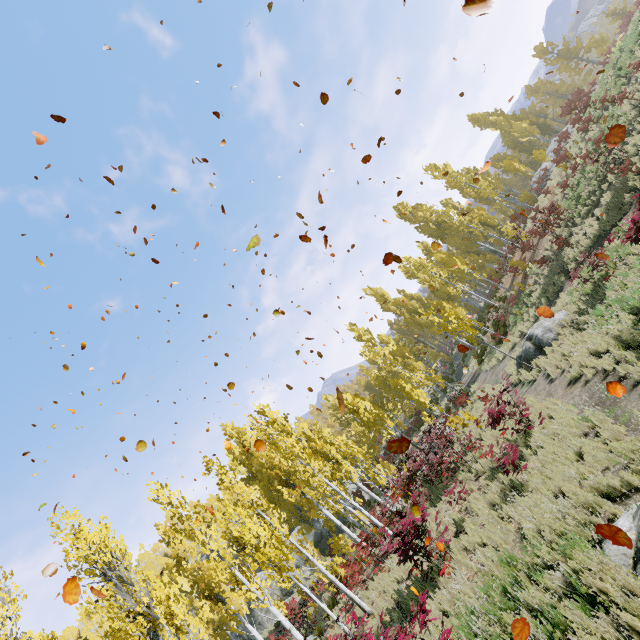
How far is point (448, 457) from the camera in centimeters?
1273cm

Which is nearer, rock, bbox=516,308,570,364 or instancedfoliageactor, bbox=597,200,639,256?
instancedfoliageactor, bbox=597,200,639,256

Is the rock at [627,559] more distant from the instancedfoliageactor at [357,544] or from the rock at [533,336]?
the rock at [533,336]

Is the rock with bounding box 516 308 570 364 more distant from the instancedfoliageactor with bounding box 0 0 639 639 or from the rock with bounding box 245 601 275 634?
the rock with bounding box 245 601 275 634

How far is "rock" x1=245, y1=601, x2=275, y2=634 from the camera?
32.0 meters

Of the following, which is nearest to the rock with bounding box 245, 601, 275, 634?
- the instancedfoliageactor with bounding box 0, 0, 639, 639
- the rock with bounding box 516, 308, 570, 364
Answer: the instancedfoliageactor with bounding box 0, 0, 639, 639

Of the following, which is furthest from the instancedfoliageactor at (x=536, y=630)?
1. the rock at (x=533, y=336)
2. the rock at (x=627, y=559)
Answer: the rock at (x=533, y=336)
